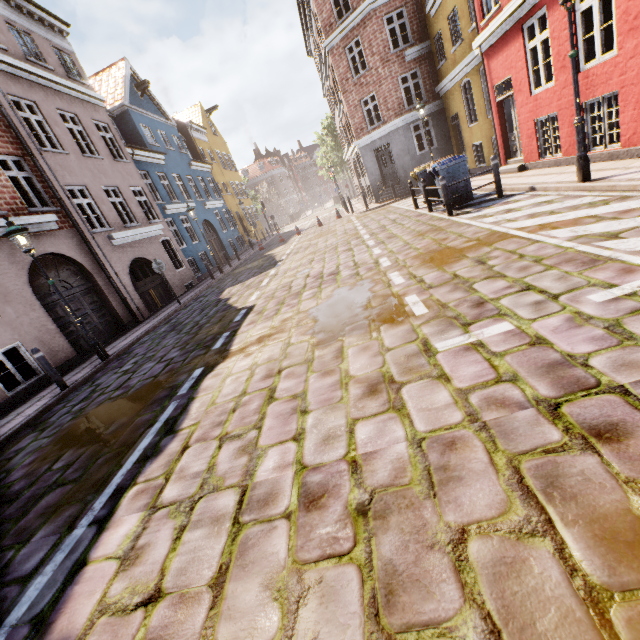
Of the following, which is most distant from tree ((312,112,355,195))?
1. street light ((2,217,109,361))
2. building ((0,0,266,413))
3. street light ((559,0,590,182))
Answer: street light ((2,217,109,361))

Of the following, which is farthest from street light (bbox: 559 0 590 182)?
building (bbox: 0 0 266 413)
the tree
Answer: building (bbox: 0 0 266 413)

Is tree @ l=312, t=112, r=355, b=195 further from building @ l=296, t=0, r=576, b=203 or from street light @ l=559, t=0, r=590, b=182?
street light @ l=559, t=0, r=590, b=182

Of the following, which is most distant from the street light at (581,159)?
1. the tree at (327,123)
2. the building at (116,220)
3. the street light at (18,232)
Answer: the building at (116,220)

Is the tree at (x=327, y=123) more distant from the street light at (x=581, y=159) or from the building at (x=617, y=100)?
the street light at (x=581, y=159)

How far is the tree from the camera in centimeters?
4091cm

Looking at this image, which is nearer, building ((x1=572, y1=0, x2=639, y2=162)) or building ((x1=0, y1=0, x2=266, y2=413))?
building ((x1=572, y1=0, x2=639, y2=162))

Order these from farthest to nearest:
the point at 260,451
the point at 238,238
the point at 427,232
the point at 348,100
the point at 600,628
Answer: the point at 238,238
the point at 348,100
the point at 427,232
the point at 260,451
the point at 600,628
